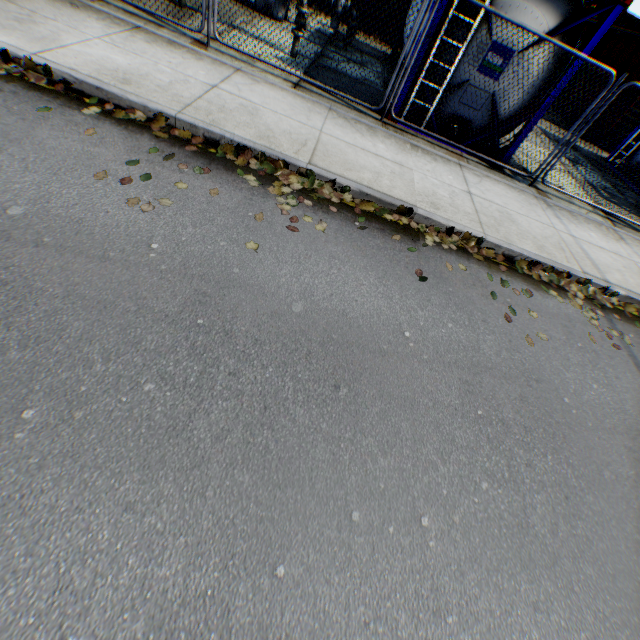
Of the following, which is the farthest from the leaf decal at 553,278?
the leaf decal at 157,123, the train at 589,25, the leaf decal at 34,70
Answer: the train at 589,25

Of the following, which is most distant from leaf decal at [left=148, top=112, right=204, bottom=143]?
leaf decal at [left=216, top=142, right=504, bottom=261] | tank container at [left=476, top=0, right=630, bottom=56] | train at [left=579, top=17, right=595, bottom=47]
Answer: train at [left=579, top=17, right=595, bottom=47]

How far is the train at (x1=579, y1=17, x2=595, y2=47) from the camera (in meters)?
16.83

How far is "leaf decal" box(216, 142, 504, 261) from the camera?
4.4m

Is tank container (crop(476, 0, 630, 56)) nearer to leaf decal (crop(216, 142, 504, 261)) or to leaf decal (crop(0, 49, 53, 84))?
leaf decal (crop(216, 142, 504, 261))

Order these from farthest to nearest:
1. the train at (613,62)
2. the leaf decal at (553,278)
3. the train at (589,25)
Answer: the train at (589,25)
the train at (613,62)
the leaf decal at (553,278)

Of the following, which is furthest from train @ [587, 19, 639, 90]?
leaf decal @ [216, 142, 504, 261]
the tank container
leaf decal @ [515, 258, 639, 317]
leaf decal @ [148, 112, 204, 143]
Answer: leaf decal @ [148, 112, 204, 143]

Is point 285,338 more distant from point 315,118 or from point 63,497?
point 315,118
